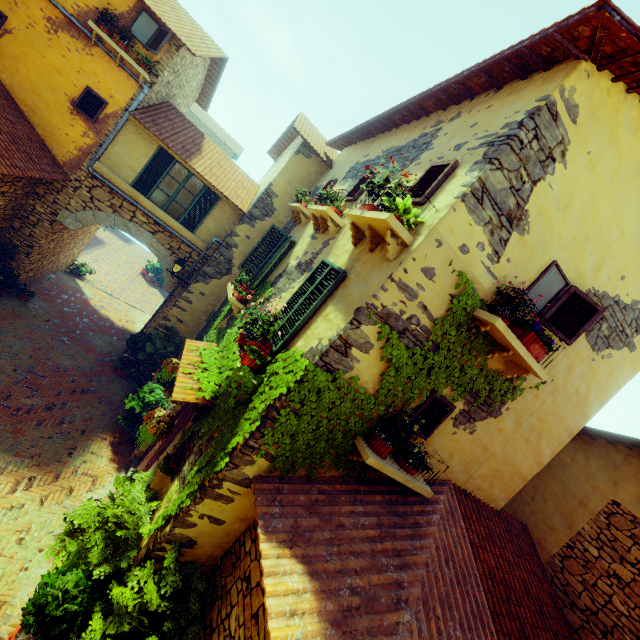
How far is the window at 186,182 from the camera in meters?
9.8 m

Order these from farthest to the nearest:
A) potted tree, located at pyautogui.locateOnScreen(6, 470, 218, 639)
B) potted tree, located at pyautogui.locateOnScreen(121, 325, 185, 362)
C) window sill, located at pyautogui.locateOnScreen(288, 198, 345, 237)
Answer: potted tree, located at pyautogui.locateOnScreen(121, 325, 185, 362) < window sill, located at pyautogui.locateOnScreen(288, 198, 345, 237) < potted tree, located at pyautogui.locateOnScreen(6, 470, 218, 639)

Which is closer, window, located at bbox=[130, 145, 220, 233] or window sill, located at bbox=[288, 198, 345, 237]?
window sill, located at bbox=[288, 198, 345, 237]

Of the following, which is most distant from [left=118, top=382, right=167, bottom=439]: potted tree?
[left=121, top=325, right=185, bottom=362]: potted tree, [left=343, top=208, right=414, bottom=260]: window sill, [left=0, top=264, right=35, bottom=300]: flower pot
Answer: [left=343, top=208, right=414, bottom=260]: window sill

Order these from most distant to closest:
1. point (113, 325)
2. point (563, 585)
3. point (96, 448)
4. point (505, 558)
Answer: point (113, 325), point (96, 448), point (563, 585), point (505, 558)

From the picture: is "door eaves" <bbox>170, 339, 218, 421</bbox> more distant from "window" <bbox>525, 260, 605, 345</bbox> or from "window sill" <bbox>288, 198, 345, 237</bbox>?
"window sill" <bbox>288, 198, 345, 237</bbox>

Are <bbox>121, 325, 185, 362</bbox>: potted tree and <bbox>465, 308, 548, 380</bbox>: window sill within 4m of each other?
no
